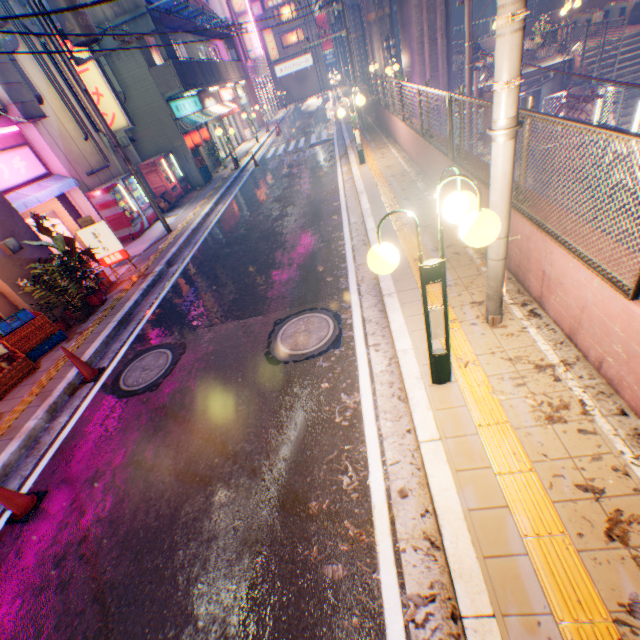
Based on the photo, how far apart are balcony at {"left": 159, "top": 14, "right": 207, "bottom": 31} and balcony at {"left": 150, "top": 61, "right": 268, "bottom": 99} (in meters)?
1.77

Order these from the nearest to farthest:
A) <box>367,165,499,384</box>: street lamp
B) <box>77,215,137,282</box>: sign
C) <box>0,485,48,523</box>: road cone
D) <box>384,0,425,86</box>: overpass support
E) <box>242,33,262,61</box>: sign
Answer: <box>367,165,499,384</box>: street lamp
<box>0,485,48,523</box>: road cone
<box>77,215,137,282</box>: sign
<box>384,0,425,86</box>: overpass support
<box>242,33,262,61</box>: sign

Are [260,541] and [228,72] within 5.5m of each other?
no

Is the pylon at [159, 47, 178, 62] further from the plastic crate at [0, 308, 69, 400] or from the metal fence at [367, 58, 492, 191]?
the plastic crate at [0, 308, 69, 400]

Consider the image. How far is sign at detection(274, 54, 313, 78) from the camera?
50.9 meters

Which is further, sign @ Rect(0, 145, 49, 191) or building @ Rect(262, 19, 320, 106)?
building @ Rect(262, 19, 320, 106)

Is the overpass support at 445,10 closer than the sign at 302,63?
Yes

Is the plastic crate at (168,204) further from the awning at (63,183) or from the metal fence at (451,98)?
the metal fence at (451,98)
